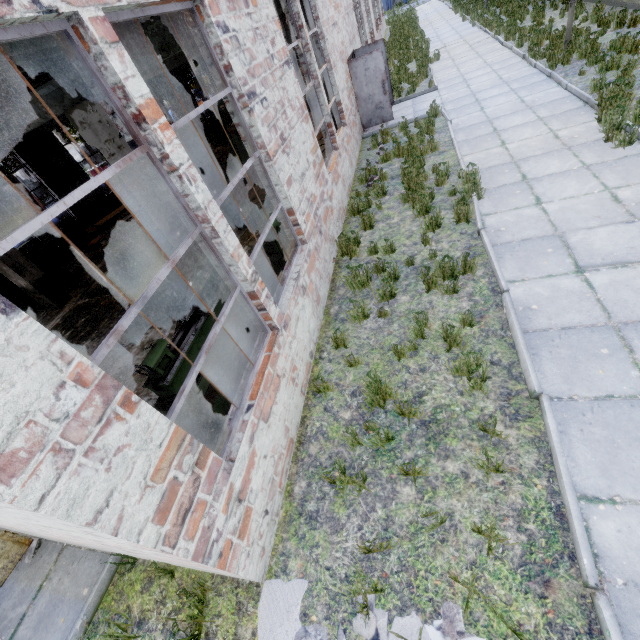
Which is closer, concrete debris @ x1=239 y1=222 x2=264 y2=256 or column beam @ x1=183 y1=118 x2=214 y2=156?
concrete debris @ x1=239 y1=222 x2=264 y2=256

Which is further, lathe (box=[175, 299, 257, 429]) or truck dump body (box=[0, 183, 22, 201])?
truck dump body (box=[0, 183, 22, 201])

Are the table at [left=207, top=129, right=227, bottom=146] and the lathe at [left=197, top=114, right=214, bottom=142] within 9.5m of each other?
yes

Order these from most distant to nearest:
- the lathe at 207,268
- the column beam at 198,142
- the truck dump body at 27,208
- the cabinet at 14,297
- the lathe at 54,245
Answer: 1. the truck dump body at 27,208
2. the column beam at 198,142
3. the lathe at 54,245
4. the cabinet at 14,297
5. the lathe at 207,268

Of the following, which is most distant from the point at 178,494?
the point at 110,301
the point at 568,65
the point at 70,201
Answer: the point at 568,65

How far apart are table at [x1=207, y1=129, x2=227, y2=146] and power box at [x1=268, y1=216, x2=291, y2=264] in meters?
16.1 m

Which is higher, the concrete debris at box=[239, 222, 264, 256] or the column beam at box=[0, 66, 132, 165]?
the column beam at box=[0, 66, 132, 165]

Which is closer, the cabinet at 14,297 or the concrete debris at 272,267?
the concrete debris at 272,267
